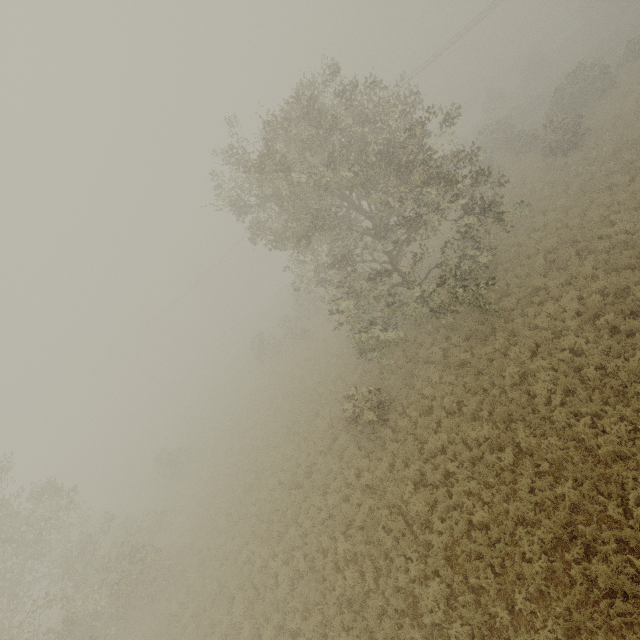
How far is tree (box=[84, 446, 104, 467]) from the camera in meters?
55.6 m

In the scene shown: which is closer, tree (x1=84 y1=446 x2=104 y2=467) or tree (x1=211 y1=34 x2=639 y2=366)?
tree (x1=211 y1=34 x2=639 y2=366)

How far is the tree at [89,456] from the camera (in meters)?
55.62

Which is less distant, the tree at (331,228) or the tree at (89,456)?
the tree at (331,228)

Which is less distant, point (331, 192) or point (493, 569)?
point (493, 569)
